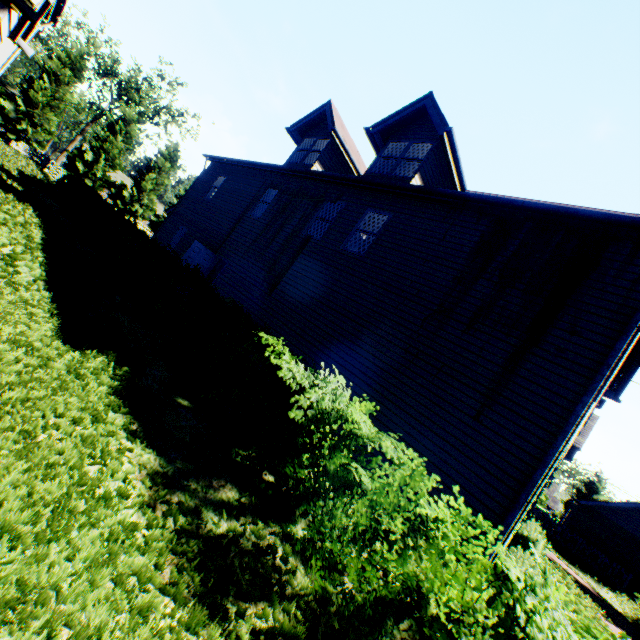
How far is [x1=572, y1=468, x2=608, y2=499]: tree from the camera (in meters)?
42.94

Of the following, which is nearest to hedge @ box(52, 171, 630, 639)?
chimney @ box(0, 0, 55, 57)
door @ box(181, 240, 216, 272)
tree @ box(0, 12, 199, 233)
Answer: chimney @ box(0, 0, 55, 57)

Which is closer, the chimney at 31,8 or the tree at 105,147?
the chimney at 31,8

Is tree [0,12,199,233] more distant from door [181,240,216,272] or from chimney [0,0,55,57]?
door [181,240,216,272]

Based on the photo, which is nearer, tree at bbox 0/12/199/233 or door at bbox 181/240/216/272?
door at bbox 181/240/216/272

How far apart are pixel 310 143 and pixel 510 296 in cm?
1227

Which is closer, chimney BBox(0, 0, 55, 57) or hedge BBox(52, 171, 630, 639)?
hedge BBox(52, 171, 630, 639)

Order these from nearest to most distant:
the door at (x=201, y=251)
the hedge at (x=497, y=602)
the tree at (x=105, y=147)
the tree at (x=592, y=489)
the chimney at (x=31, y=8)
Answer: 1. the hedge at (x=497, y=602)
2. the chimney at (x=31, y=8)
3. the door at (x=201, y=251)
4. the tree at (x=105, y=147)
5. the tree at (x=592, y=489)
